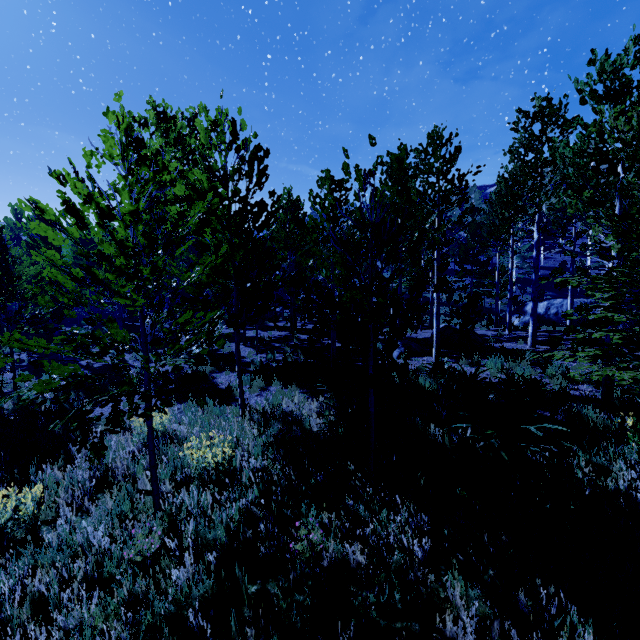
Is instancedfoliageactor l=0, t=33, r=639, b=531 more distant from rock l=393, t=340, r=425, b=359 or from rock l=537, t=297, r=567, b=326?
rock l=537, t=297, r=567, b=326

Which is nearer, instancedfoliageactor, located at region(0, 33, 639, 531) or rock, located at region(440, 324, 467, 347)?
instancedfoliageactor, located at region(0, 33, 639, 531)

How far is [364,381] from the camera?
4.5 meters

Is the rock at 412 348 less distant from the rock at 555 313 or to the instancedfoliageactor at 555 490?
the instancedfoliageactor at 555 490

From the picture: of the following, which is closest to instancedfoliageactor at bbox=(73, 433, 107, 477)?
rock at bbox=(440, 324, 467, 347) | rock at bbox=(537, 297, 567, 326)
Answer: rock at bbox=(440, 324, 467, 347)

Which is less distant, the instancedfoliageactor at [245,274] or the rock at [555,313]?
the instancedfoliageactor at [245,274]

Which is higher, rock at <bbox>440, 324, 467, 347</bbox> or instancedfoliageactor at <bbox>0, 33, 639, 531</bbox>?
instancedfoliageactor at <bbox>0, 33, 639, 531</bbox>
